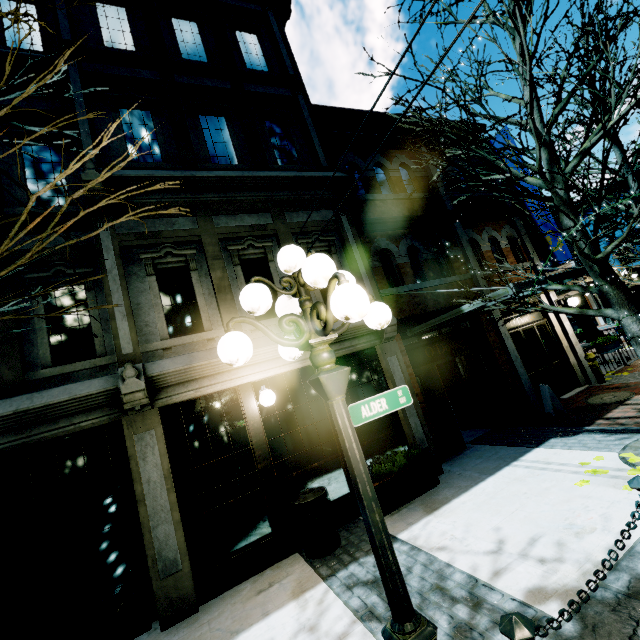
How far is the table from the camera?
12.55m

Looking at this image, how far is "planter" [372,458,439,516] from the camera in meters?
5.7

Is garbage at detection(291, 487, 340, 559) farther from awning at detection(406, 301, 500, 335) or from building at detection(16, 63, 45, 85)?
awning at detection(406, 301, 500, 335)

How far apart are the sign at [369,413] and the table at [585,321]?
13.6 meters

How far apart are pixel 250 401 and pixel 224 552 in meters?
2.4 m

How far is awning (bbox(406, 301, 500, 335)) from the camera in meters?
6.5 m

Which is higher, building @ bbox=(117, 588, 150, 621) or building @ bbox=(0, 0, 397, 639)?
building @ bbox=(0, 0, 397, 639)

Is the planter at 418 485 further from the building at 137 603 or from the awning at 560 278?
the awning at 560 278
